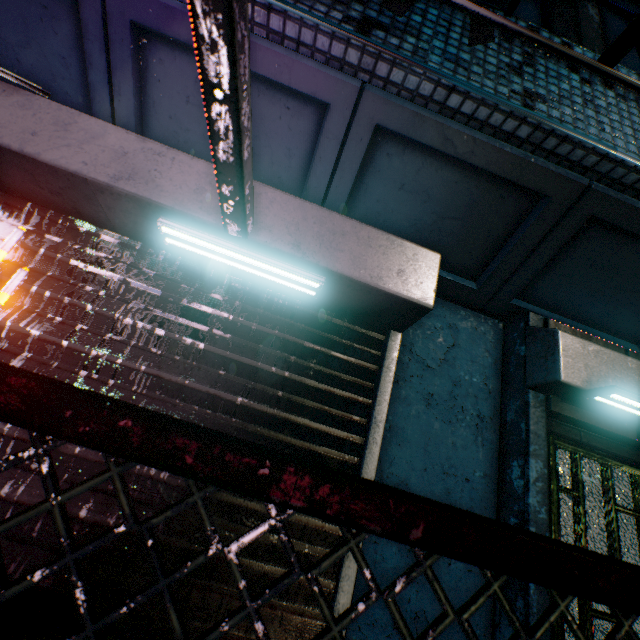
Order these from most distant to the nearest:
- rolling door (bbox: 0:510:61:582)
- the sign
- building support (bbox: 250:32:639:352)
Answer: building support (bbox: 250:32:639:352) < rolling door (bbox: 0:510:61:582) < the sign

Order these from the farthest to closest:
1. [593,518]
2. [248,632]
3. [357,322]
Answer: [593,518], [357,322], [248,632]

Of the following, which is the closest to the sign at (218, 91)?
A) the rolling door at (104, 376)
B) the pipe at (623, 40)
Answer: the rolling door at (104, 376)

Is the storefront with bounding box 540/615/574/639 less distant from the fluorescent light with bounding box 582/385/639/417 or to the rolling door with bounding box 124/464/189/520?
the fluorescent light with bounding box 582/385/639/417

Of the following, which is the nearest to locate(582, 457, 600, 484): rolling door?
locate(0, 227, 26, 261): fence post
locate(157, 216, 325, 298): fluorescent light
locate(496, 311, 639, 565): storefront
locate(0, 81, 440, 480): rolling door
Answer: locate(496, 311, 639, 565): storefront

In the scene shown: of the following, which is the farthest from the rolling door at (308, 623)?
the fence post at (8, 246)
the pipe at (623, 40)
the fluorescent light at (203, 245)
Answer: the pipe at (623, 40)

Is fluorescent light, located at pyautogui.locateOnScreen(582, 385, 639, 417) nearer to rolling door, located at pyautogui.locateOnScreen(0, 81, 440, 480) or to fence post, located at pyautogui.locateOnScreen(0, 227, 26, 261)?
rolling door, located at pyautogui.locateOnScreen(0, 81, 440, 480)

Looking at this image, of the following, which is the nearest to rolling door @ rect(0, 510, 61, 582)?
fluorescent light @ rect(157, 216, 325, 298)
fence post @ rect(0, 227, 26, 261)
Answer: fluorescent light @ rect(157, 216, 325, 298)
